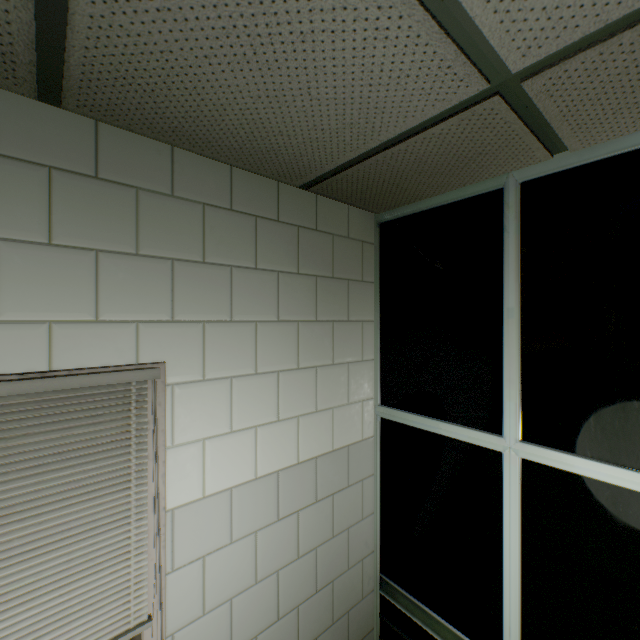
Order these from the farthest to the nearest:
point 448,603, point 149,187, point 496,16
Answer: point 448,603
point 149,187
point 496,16
